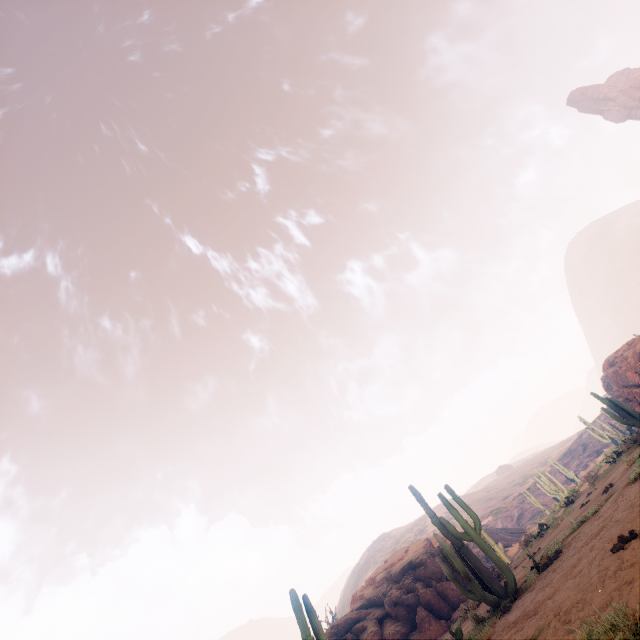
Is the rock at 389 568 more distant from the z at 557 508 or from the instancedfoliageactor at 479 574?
the z at 557 508

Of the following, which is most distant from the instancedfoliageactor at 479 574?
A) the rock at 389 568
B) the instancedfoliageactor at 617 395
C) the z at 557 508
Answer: the instancedfoliageactor at 617 395

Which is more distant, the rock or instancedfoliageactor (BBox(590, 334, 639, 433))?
instancedfoliageactor (BBox(590, 334, 639, 433))

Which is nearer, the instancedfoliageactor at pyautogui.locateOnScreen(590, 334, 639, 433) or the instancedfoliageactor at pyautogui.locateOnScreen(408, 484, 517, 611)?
the instancedfoliageactor at pyautogui.locateOnScreen(408, 484, 517, 611)

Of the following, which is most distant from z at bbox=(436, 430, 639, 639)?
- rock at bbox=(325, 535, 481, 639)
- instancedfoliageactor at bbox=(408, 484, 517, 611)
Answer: rock at bbox=(325, 535, 481, 639)

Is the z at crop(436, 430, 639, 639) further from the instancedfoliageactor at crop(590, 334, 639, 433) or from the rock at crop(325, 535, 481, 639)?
the rock at crop(325, 535, 481, 639)

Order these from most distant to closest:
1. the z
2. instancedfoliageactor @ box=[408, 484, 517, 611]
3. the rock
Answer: the rock → instancedfoliageactor @ box=[408, 484, 517, 611] → the z

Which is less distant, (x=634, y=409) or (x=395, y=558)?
(x=395, y=558)
